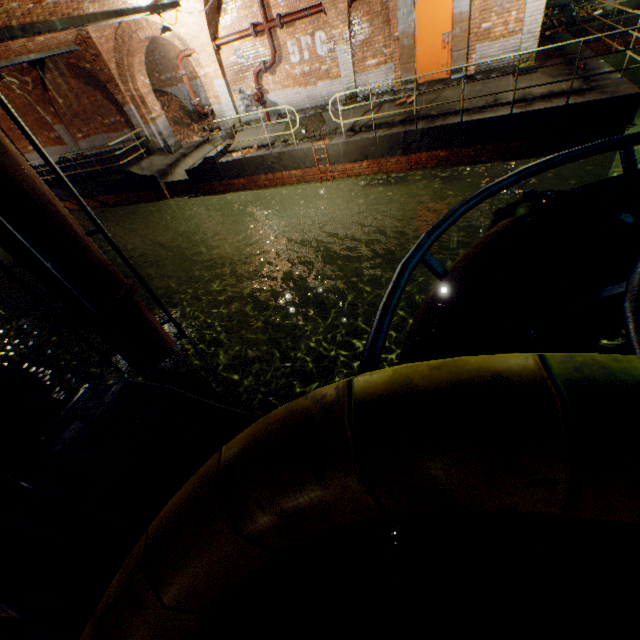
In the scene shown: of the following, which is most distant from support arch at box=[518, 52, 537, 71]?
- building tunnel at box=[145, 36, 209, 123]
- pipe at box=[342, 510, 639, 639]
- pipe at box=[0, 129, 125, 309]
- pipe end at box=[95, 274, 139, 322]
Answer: pipe at box=[342, 510, 639, 639]

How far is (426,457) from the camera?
0.8m

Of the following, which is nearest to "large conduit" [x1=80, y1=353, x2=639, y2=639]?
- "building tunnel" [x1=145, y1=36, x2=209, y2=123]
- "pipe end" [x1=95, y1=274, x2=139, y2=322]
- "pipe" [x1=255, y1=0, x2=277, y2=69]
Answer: "pipe end" [x1=95, y1=274, x2=139, y2=322]

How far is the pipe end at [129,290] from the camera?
5.50m

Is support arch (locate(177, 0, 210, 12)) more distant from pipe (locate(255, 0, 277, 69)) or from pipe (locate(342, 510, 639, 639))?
pipe (locate(342, 510, 639, 639))

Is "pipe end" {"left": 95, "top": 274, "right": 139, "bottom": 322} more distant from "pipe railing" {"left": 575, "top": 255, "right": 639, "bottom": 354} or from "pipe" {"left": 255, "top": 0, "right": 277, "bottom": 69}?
"pipe" {"left": 255, "top": 0, "right": 277, "bottom": 69}

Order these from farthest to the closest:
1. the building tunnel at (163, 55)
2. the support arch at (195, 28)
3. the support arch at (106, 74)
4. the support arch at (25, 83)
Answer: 1. the building tunnel at (163, 55)
2. the support arch at (25, 83)
3. the support arch at (106, 74)
4. the support arch at (195, 28)

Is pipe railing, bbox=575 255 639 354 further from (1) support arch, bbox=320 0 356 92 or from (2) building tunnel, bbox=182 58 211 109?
(2) building tunnel, bbox=182 58 211 109
